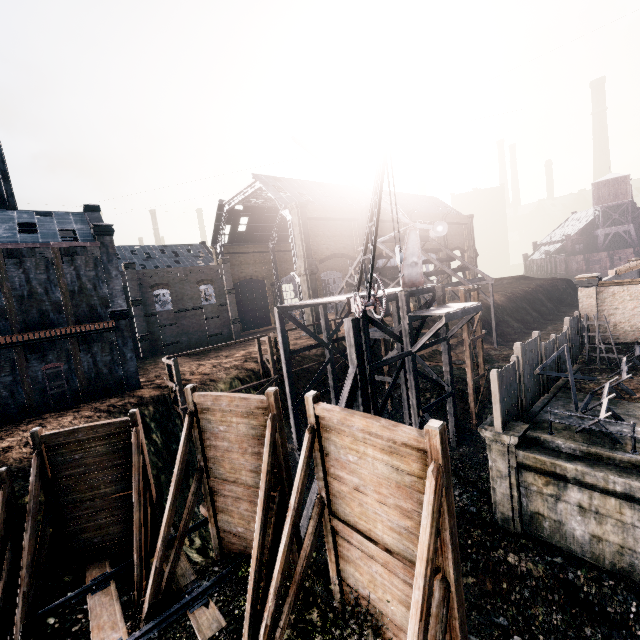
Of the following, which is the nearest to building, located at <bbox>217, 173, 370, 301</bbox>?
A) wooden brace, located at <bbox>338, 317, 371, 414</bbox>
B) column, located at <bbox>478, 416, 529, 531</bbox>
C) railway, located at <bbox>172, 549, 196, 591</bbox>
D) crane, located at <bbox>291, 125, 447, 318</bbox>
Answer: crane, located at <bbox>291, 125, 447, 318</bbox>

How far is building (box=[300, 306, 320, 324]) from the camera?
44.2 meters

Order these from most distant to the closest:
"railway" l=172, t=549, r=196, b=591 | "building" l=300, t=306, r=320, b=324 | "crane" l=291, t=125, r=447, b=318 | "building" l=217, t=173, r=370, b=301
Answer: "building" l=300, t=306, r=320, b=324 → "building" l=217, t=173, r=370, b=301 → "crane" l=291, t=125, r=447, b=318 → "railway" l=172, t=549, r=196, b=591

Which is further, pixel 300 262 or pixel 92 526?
pixel 300 262

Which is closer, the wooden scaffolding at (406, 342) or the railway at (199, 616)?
the railway at (199, 616)

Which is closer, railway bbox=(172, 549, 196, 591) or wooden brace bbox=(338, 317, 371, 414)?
railway bbox=(172, 549, 196, 591)

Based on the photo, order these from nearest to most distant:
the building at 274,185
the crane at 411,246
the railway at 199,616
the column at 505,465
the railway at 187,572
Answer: the railway at 199,616 < the railway at 187,572 < the crane at 411,246 < the column at 505,465 < the building at 274,185

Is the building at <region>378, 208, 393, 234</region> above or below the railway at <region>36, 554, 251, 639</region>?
above
